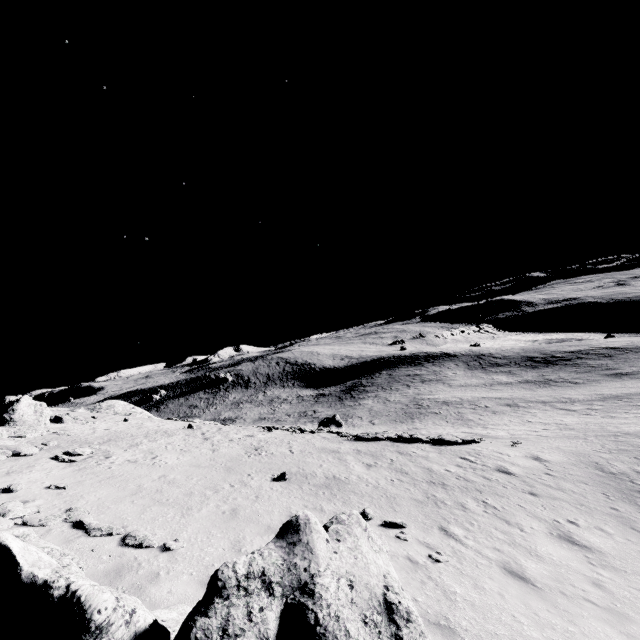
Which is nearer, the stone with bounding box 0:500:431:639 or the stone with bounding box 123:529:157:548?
the stone with bounding box 0:500:431:639

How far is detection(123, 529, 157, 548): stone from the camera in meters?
8.2 m

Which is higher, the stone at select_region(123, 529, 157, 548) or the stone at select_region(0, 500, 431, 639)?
the stone at select_region(0, 500, 431, 639)

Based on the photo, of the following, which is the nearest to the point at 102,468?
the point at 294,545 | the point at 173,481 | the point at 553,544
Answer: the point at 173,481

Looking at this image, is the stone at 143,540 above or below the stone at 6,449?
below

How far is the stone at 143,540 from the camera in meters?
8.2

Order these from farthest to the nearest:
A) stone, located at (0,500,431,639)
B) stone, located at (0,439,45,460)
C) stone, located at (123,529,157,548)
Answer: stone, located at (0,439,45,460)
stone, located at (123,529,157,548)
stone, located at (0,500,431,639)

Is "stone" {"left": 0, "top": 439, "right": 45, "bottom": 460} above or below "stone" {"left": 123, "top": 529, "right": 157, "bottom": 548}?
above
